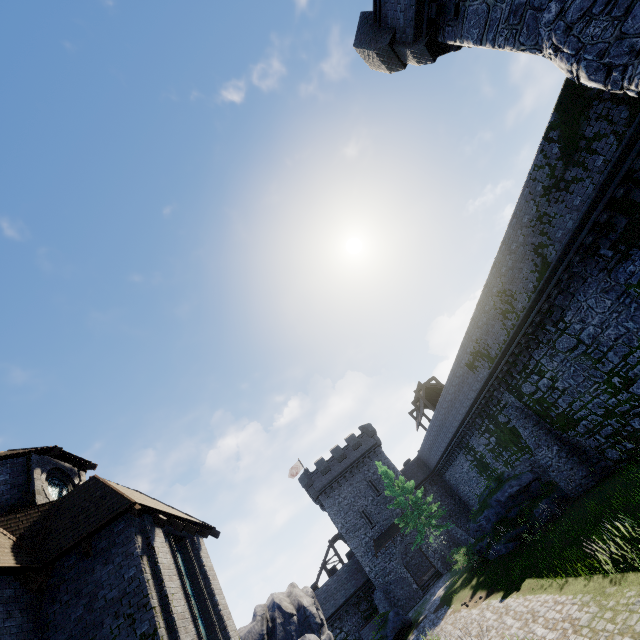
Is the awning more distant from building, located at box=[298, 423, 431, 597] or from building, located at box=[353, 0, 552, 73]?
building, located at box=[353, 0, 552, 73]

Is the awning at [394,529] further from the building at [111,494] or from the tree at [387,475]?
the building at [111,494]

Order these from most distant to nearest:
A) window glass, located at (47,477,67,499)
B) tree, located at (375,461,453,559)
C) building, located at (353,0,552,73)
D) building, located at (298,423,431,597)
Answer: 1. building, located at (298,423,431,597)
2. tree, located at (375,461,453,559)
3. window glass, located at (47,477,67,499)
4. building, located at (353,0,552,73)

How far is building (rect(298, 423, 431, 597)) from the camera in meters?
34.8

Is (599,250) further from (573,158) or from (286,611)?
(286,611)

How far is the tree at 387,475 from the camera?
29.1 meters

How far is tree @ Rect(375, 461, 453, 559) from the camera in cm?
2912

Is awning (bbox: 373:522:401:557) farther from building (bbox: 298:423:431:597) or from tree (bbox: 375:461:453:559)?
tree (bbox: 375:461:453:559)
